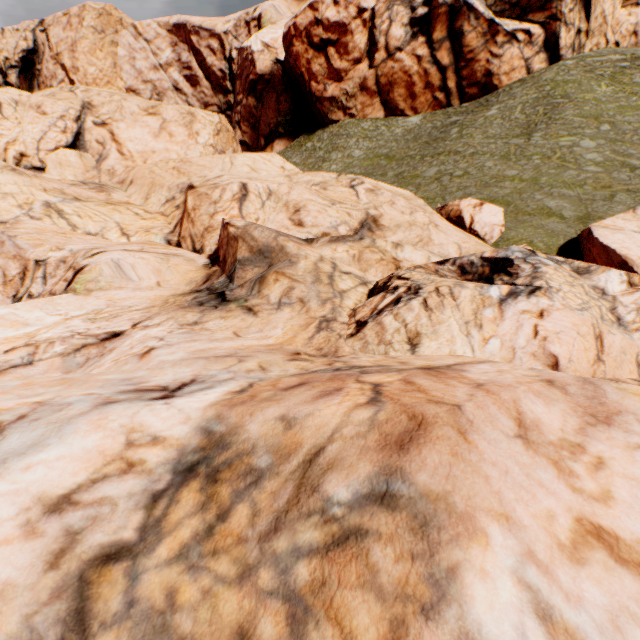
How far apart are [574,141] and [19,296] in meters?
29.3
